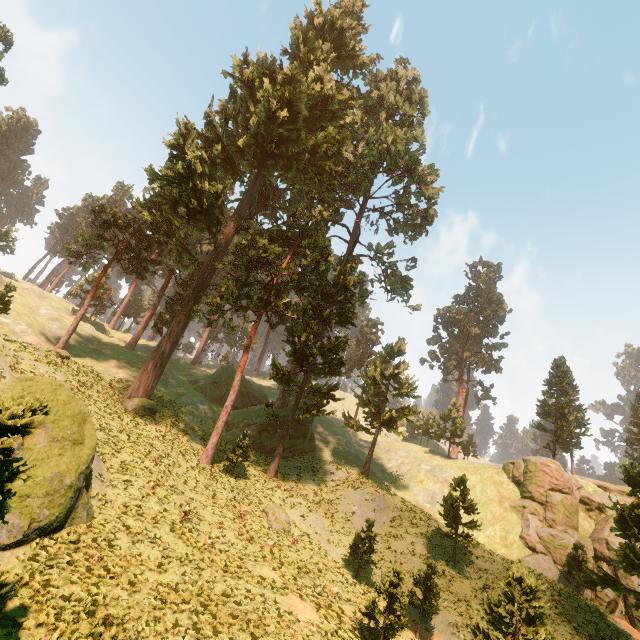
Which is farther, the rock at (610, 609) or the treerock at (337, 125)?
the treerock at (337, 125)

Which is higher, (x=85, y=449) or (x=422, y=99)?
(x=422, y=99)

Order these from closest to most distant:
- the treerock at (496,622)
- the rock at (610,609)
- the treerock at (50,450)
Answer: the treerock at (50,450)
the treerock at (496,622)
the rock at (610,609)

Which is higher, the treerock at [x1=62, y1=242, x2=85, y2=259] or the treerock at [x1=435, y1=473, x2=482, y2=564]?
the treerock at [x1=62, y1=242, x2=85, y2=259]

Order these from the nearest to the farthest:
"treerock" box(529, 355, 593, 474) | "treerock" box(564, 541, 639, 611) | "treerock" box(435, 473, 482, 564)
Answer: "treerock" box(564, 541, 639, 611)
"treerock" box(435, 473, 482, 564)
"treerock" box(529, 355, 593, 474)

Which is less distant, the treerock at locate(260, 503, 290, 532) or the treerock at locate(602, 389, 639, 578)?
the treerock at locate(602, 389, 639, 578)
